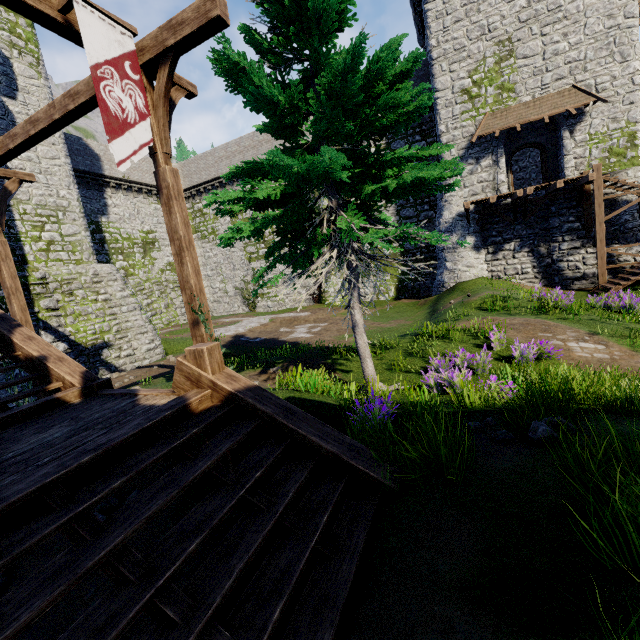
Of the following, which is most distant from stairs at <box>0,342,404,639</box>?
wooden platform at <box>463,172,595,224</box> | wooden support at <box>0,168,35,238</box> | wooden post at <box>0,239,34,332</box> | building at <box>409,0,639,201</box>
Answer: building at <box>409,0,639,201</box>

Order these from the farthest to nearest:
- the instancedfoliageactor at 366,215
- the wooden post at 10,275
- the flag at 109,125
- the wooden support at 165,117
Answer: the wooden post at 10,275 → the wooden support at 165,117 → the flag at 109,125 → the instancedfoliageactor at 366,215

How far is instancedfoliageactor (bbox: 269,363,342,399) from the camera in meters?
6.6

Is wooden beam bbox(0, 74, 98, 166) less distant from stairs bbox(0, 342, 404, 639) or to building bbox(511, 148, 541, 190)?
stairs bbox(0, 342, 404, 639)

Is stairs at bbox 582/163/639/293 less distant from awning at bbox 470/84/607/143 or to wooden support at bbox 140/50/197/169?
awning at bbox 470/84/607/143

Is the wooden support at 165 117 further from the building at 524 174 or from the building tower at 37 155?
the building at 524 174

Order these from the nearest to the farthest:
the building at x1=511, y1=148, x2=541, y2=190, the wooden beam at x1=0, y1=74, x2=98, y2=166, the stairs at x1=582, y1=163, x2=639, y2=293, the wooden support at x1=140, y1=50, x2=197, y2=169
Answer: the wooden support at x1=140, y1=50, x2=197, y2=169, the wooden beam at x1=0, y1=74, x2=98, y2=166, the stairs at x1=582, y1=163, x2=639, y2=293, the building at x1=511, y1=148, x2=541, y2=190

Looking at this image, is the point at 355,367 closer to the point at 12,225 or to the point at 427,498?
the point at 427,498
